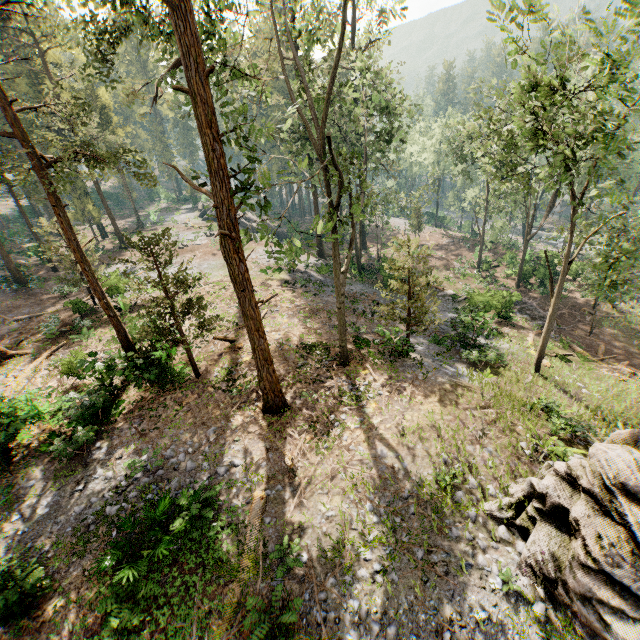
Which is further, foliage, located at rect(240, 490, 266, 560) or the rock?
foliage, located at rect(240, 490, 266, 560)

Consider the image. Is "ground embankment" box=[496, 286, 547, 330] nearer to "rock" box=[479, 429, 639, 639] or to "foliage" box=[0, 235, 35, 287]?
"foliage" box=[0, 235, 35, 287]

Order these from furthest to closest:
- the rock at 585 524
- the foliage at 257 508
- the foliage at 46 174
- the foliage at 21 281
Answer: the foliage at 21 281
the foliage at 46 174
the foliage at 257 508
the rock at 585 524

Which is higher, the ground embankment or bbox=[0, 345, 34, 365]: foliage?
bbox=[0, 345, 34, 365]: foliage

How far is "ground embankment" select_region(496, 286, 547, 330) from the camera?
26.3m

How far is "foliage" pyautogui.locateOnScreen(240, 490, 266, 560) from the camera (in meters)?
9.45

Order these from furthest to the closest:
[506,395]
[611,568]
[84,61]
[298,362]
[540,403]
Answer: [84,61] → [298,362] → [506,395] → [540,403] → [611,568]

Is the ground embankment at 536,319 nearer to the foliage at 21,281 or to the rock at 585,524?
the foliage at 21,281
